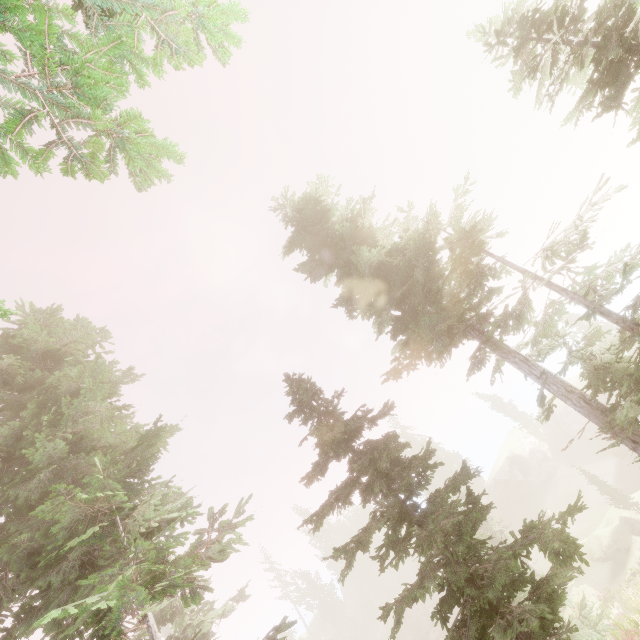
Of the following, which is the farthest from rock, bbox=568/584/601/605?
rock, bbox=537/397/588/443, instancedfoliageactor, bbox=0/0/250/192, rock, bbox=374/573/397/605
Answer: rock, bbox=374/573/397/605

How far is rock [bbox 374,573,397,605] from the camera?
56.8 meters

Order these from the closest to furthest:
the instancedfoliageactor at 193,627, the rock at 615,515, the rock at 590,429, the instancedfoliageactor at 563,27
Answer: the instancedfoliageactor at 193,627 < the instancedfoliageactor at 563,27 < the rock at 615,515 < the rock at 590,429

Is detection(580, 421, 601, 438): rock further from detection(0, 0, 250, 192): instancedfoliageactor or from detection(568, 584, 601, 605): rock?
detection(568, 584, 601, 605): rock

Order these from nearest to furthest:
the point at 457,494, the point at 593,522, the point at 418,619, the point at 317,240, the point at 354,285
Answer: the point at 354,285 < the point at 317,240 < the point at 457,494 < the point at 593,522 < the point at 418,619

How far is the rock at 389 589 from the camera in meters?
56.8 m

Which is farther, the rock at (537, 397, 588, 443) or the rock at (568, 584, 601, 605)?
the rock at (537, 397, 588, 443)
